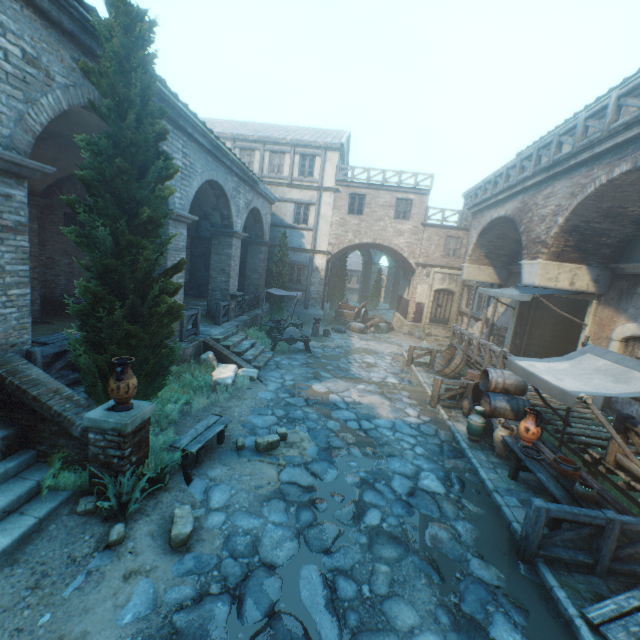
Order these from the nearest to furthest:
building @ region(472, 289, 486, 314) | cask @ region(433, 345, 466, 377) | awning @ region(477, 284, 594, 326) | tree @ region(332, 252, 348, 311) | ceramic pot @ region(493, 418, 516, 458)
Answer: ceramic pot @ region(493, 418, 516, 458) < awning @ region(477, 284, 594, 326) < cask @ region(433, 345, 466, 377) < building @ region(472, 289, 486, 314) < tree @ region(332, 252, 348, 311)

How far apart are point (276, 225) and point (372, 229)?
6.4 meters

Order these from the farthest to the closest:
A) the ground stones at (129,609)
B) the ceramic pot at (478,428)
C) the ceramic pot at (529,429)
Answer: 1. the ceramic pot at (478,428)
2. the ceramic pot at (529,429)
3. the ground stones at (129,609)

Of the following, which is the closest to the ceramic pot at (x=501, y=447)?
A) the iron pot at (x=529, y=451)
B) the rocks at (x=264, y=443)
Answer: the iron pot at (x=529, y=451)

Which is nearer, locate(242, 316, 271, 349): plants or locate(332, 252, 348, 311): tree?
locate(242, 316, 271, 349): plants

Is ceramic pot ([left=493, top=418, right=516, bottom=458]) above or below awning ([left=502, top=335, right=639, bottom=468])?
below

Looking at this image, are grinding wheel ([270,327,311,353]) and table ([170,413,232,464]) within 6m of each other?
no

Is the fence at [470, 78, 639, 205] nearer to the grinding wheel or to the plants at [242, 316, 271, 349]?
the grinding wheel
